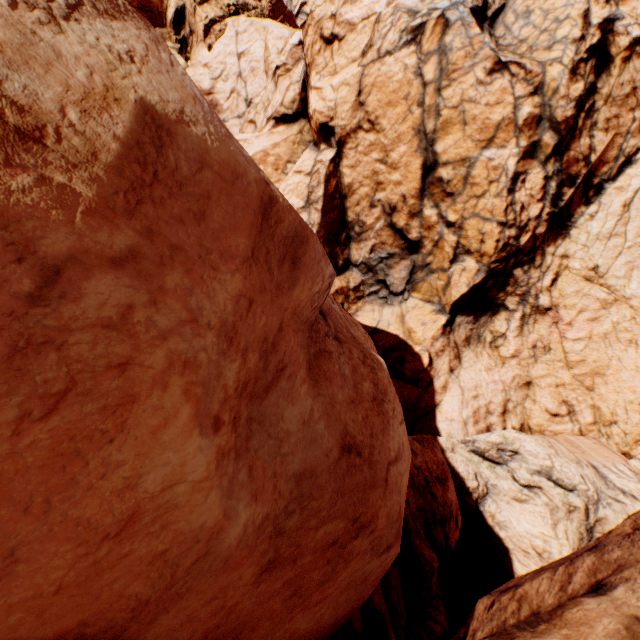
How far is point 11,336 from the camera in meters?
1.2 m
